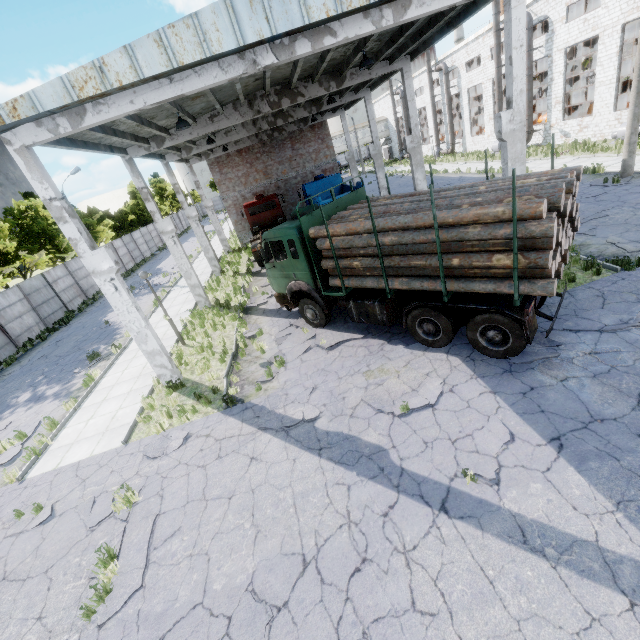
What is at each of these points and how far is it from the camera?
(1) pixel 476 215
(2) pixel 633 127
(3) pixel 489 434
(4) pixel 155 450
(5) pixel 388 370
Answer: (1) log pile, 6.02m
(2) lamp post, 14.84m
(3) asphalt debris, 5.93m
(4) asphalt debris, 8.29m
(5) asphalt debris, 8.36m

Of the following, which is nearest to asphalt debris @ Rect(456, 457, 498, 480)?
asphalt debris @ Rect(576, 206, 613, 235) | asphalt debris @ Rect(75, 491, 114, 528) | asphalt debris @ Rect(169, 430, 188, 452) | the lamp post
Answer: asphalt debris @ Rect(75, 491, 114, 528)

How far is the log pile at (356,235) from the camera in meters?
7.9

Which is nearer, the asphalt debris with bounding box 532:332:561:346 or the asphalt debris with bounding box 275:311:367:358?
the asphalt debris with bounding box 532:332:561:346

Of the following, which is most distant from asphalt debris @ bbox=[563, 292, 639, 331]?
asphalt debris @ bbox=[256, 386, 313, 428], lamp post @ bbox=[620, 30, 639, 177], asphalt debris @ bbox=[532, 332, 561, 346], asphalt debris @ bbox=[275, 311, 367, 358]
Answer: lamp post @ bbox=[620, 30, 639, 177]

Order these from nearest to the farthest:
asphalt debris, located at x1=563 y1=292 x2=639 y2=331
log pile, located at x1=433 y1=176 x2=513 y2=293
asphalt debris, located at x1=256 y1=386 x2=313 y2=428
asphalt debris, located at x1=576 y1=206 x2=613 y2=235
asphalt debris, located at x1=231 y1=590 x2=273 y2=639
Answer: asphalt debris, located at x1=231 y1=590 x2=273 y2=639, log pile, located at x1=433 y1=176 x2=513 y2=293, asphalt debris, located at x1=563 y1=292 x2=639 y2=331, asphalt debris, located at x1=256 y1=386 x2=313 y2=428, asphalt debris, located at x1=576 y1=206 x2=613 y2=235

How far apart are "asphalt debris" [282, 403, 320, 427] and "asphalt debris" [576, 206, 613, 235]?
11.55m

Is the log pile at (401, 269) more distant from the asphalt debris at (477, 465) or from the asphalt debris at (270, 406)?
the asphalt debris at (270, 406)
